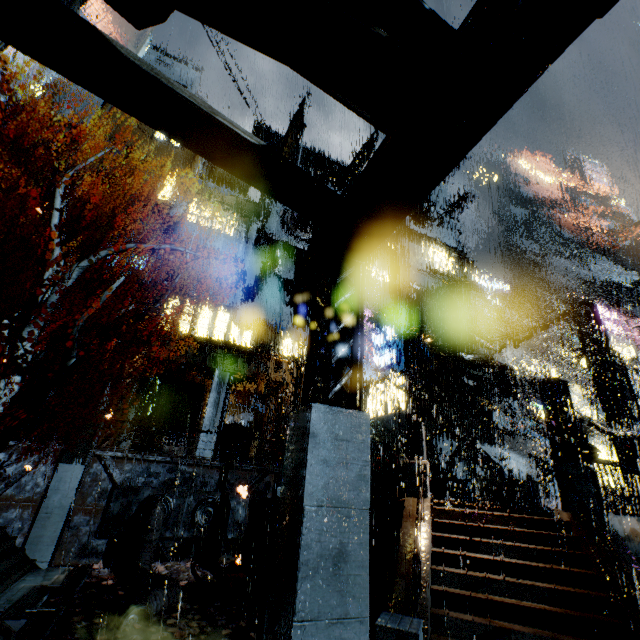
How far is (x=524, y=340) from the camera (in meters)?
20.62

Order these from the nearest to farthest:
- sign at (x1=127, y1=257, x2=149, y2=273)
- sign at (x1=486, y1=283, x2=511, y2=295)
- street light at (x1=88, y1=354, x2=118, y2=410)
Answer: street light at (x1=88, y1=354, x2=118, y2=410)
sign at (x1=127, y1=257, x2=149, y2=273)
sign at (x1=486, y1=283, x2=511, y2=295)

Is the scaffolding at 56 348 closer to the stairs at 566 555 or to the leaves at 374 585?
the leaves at 374 585

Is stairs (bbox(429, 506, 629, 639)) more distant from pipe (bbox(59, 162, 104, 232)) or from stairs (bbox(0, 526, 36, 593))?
pipe (bbox(59, 162, 104, 232))

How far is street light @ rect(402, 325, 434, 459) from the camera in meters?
12.6

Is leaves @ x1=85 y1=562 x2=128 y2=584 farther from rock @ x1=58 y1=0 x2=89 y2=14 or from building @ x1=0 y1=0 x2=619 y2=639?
rock @ x1=58 y1=0 x2=89 y2=14

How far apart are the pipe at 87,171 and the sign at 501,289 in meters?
44.3 m

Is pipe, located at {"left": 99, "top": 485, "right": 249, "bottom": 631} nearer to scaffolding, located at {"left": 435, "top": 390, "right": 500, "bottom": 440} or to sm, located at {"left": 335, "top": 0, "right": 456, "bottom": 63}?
scaffolding, located at {"left": 435, "top": 390, "right": 500, "bottom": 440}
